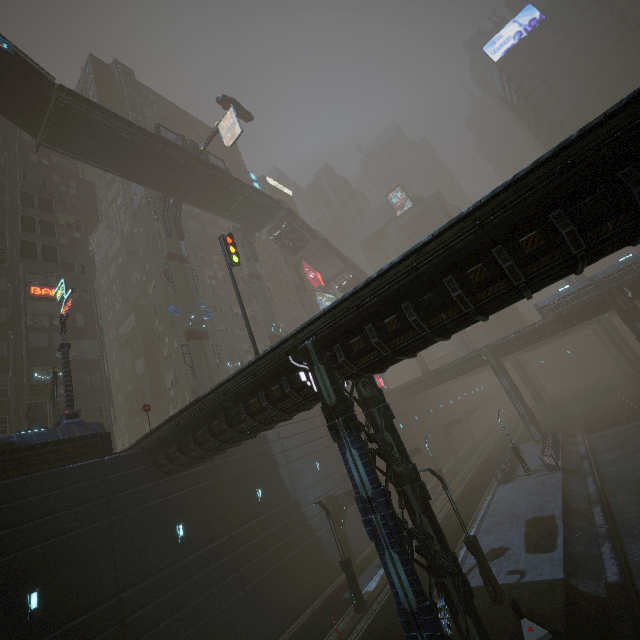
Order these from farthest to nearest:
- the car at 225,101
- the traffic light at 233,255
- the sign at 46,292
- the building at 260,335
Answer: the building at 260,335 < the car at 225,101 < the sign at 46,292 < the traffic light at 233,255

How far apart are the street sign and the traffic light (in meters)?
9.68

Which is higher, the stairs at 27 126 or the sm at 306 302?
the stairs at 27 126

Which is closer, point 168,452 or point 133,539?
point 133,539

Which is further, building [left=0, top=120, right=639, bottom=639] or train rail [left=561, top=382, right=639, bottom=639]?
train rail [left=561, top=382, right=639, bottom=639]

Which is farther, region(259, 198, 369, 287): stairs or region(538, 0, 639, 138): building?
region(538, 0, 639, 138): building

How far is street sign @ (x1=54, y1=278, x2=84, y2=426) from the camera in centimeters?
1703cm

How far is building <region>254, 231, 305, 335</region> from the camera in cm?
5303
